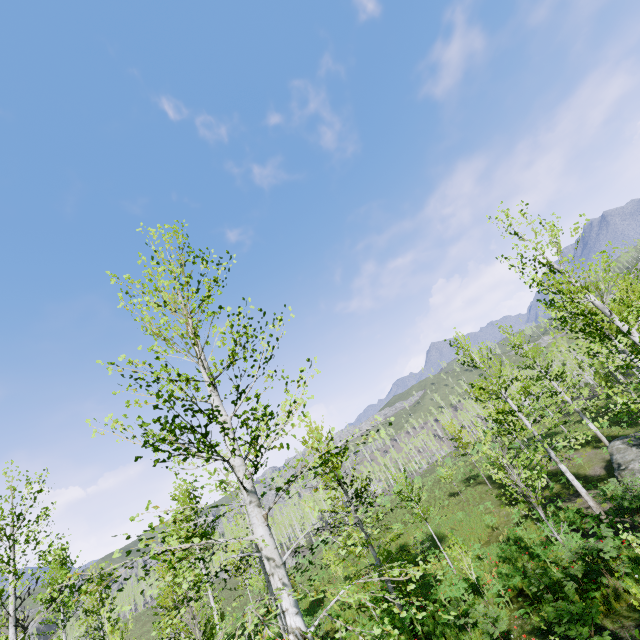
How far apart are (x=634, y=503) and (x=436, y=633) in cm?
891
